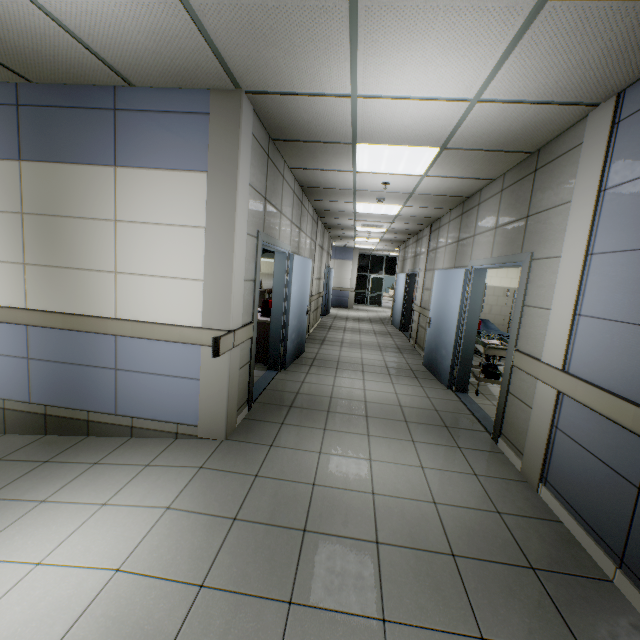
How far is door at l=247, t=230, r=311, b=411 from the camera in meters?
3.9

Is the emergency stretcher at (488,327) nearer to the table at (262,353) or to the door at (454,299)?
the door at (454,299)

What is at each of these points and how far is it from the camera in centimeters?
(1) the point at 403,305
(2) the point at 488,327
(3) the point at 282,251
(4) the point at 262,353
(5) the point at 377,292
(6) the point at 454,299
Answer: (1) door, 1123cm
(2) emergency stretcher, 758cm
(3) door, 508cm
(4) table, 584cm
(5) door, 2044cm
(6) door, 546cm

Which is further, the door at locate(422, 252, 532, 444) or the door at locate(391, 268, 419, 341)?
the door at locate(391, 268, 419, 341)

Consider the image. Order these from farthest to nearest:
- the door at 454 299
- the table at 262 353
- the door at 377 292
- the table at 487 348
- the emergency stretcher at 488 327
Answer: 1. the door at 377 292
2. the emergency stretcher at 488 327
3. the table at 262 353
4. the table at 487 348
5. the door at 454 299

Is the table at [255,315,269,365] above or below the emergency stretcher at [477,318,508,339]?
below

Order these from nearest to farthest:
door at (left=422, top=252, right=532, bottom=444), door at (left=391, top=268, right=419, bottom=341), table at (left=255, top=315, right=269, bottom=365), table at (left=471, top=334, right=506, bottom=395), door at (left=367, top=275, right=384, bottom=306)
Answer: door at (left=422, top=252, right=532, bottom=444)
table at (left=471, top=334, right=506, bottom=395)
table at (left=255, top=315, right=269, bottom=365)
door at (left=391, top=268, right=419, bottom=341)
door at (left=367, top=275, right=384, bottom=306)

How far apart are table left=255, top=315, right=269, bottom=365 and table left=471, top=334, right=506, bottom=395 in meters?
3.5
